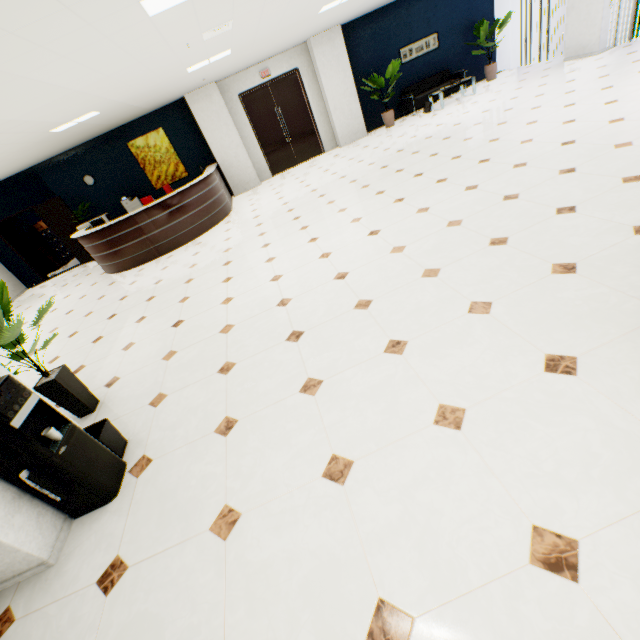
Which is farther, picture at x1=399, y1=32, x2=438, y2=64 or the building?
the building

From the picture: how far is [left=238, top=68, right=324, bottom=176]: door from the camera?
10.08m

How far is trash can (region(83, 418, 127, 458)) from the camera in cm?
260

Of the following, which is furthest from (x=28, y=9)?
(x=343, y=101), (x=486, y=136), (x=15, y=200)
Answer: (x=15, y=200)

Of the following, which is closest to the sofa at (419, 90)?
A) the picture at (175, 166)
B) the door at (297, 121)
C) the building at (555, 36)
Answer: the door at (297, 121)

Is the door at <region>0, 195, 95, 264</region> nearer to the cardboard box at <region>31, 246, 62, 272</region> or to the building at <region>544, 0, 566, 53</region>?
the cardboard box at <region>31, 246, 62, 272</region>

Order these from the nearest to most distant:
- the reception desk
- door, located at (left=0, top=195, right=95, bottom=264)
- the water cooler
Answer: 1. the water cooler
2. the reception desk
3. door, located at (left=0, top=195, right=95, bottom=264)

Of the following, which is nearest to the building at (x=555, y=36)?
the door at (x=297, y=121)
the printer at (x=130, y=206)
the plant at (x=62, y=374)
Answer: the door at (x=297, y=121)
